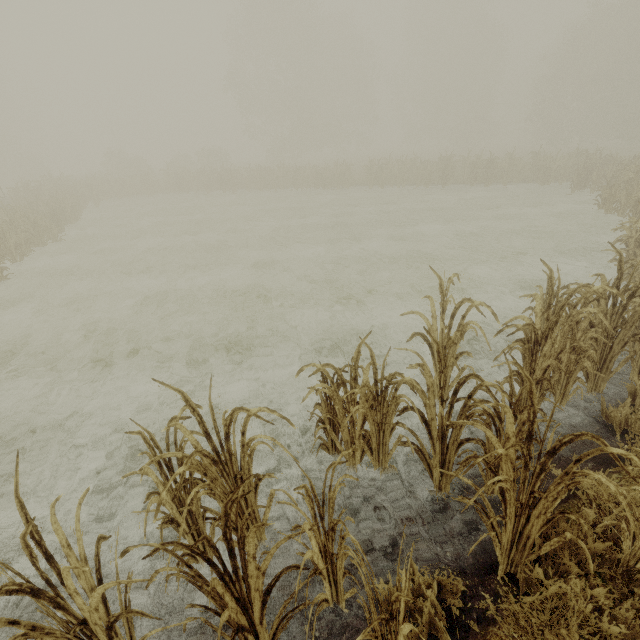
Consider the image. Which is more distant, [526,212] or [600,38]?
[600,38]
